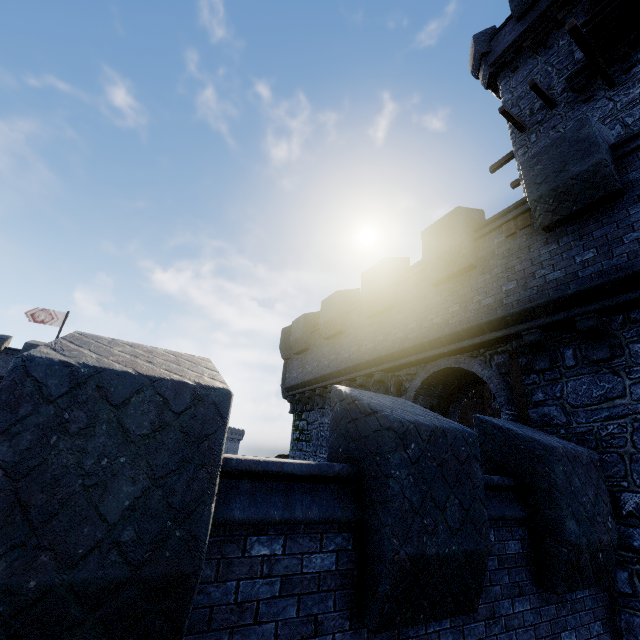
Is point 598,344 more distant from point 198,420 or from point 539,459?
point 198,420

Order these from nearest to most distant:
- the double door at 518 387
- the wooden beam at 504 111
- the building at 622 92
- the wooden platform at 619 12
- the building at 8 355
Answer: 1. the double door at 518 387
2. the wooden platform at 619 12
3. the building at 622 92
4. the wooden beam at 504 111
5. the building at 8 355

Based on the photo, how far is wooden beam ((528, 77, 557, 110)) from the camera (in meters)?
12.53

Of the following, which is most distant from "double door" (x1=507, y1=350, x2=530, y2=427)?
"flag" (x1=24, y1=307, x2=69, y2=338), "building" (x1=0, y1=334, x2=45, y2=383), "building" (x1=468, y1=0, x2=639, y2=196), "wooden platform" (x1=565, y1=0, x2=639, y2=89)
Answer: "flag" (x1=24, y1=307, x2=69, y2=338)

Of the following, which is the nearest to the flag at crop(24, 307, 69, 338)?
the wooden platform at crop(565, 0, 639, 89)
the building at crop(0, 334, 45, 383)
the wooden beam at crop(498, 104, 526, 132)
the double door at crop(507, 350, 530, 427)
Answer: the building at crop(0, 334, 45, 383)

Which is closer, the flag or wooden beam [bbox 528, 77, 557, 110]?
wooden beam [bbox 528, 77, 557, 110]

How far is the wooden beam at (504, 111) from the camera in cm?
1352

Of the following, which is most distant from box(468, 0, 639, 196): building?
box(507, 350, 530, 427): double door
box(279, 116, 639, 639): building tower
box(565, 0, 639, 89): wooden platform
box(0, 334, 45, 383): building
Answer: box(0, 334, 45, 383): building
